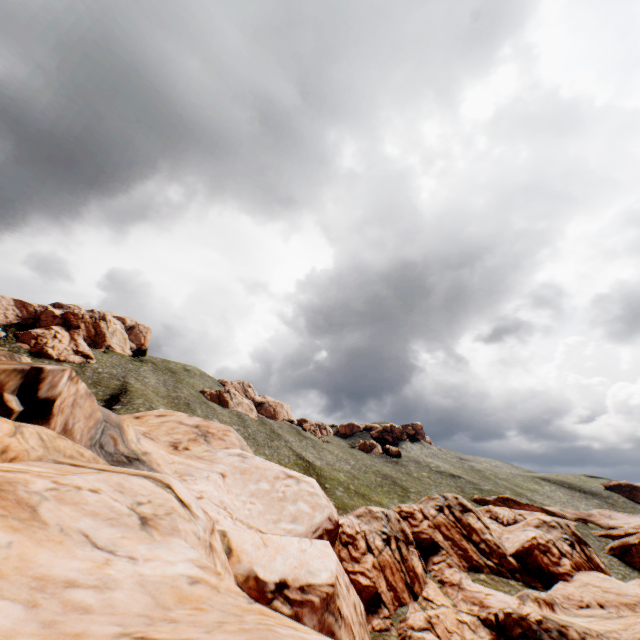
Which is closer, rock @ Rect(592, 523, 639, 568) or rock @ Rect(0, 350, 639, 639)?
rock @ Rect(0, 350, 639, 639)

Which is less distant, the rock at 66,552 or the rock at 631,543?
the rock at 66,552

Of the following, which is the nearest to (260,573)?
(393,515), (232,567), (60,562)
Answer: (232,567)
